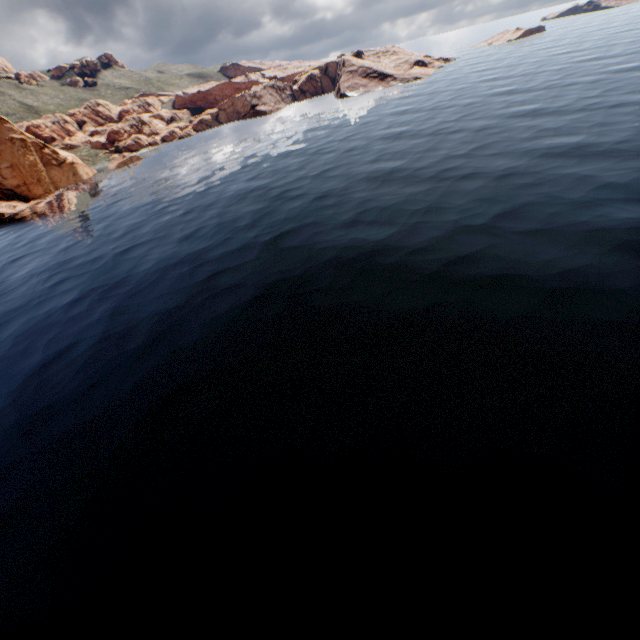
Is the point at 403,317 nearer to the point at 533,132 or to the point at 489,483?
the point at 489,483
